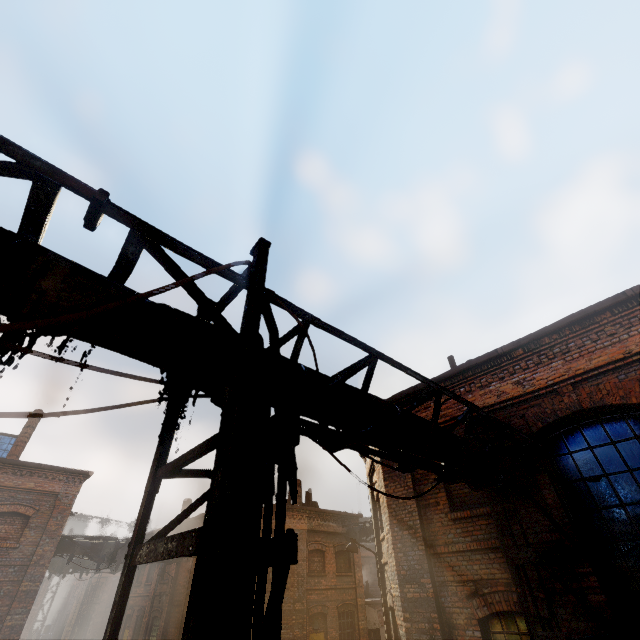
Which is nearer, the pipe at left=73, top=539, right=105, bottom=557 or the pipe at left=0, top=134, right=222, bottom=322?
the pipe at left=0, top=134, right=222, bottom=322

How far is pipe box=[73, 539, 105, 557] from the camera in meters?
14.5

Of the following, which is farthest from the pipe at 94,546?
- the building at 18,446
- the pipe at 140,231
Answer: the pipe at 140,231

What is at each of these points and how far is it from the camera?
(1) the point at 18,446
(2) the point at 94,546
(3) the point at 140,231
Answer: (1) building, 16.2 meters
(2) pipe, 14.7 meters
(3) pipe, 2.4 meters

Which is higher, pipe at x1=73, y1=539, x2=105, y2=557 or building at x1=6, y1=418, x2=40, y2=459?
building at x1=6, y1=418, x2=40, y2=459

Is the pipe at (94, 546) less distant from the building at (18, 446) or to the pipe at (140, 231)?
the building at (18, 446)

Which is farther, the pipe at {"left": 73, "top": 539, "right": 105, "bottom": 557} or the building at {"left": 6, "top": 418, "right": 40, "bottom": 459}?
the building at {"left": 6, "top": 418, "right": 40, "bottom": 459}

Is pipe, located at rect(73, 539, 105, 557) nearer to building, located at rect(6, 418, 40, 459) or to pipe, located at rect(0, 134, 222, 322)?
building, located at rect(6, 418, 40, 459)
